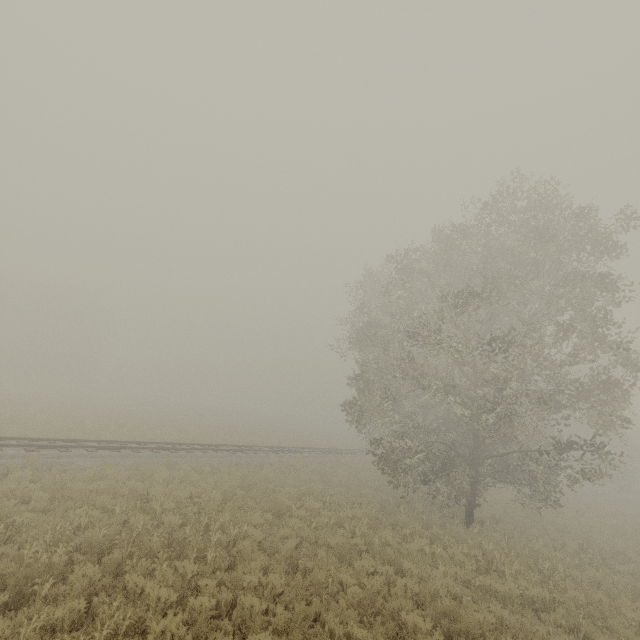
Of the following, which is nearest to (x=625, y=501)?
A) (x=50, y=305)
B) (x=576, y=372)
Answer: (x=576, y=372)
